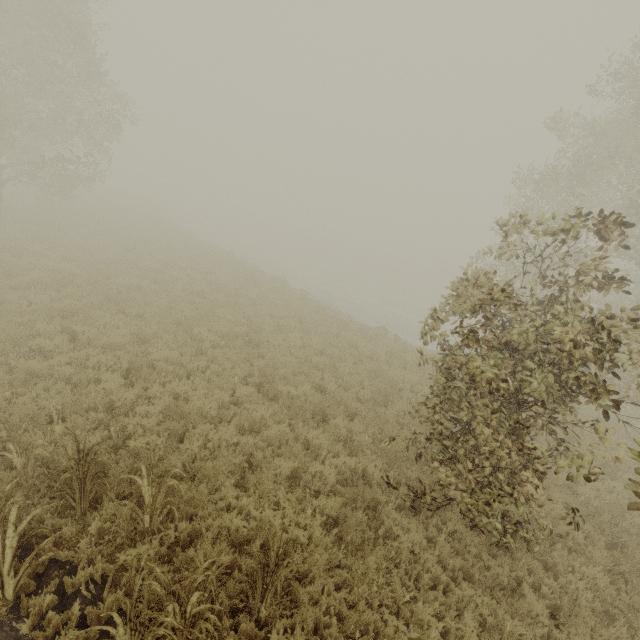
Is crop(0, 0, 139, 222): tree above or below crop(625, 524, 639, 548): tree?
above

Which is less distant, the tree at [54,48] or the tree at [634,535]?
the tree at [634,535]

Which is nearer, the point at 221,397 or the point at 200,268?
the point at 221,397

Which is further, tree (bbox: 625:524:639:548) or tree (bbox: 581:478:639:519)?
tree (bbox: 625:524:639:548)

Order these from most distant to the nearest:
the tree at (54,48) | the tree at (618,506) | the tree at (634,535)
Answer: the tree at (54,48)
the tree at (634,535)
the tree at (618,506)

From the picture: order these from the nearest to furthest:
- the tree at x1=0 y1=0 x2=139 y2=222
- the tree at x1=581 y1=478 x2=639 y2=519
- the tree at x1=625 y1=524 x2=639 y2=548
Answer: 1. the tree at x1=581 y1=478 x2=639 y2=519
2. the tree at x1=625 y1=524 x2=639 y2=548
3. the tree at x1=0 y1=0 x2=139 y2=222

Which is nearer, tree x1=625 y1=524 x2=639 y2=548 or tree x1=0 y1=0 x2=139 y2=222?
tree x1=625 y1=524 x2=639 y2=548
